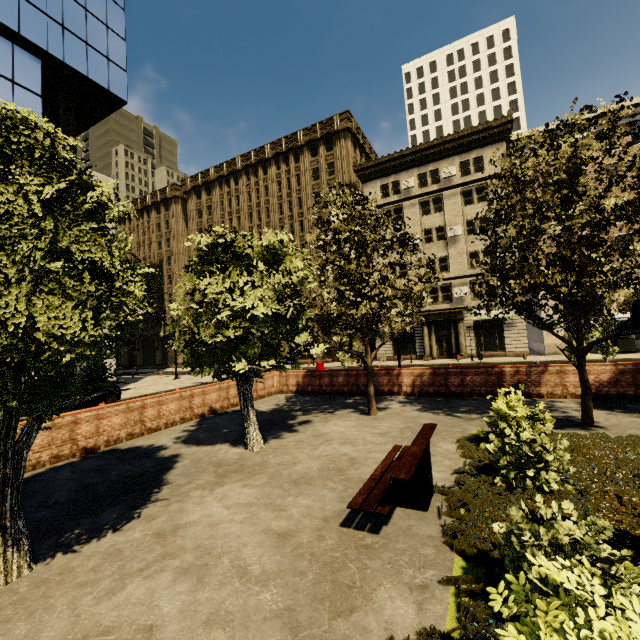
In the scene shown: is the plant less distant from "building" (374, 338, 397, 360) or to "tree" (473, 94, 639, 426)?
"tree" (473, 94, 639, 426)

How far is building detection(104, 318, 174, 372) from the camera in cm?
5141

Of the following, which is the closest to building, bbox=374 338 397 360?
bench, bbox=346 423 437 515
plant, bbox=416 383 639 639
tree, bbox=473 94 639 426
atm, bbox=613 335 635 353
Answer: atm, bbox=613 335 635 353

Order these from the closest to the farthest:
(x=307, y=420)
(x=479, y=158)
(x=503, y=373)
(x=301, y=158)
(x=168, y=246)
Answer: (x=307, y=420), (x=503, y=373), (x=479, y=158), (x=301, y=158), (x=168, y=246)

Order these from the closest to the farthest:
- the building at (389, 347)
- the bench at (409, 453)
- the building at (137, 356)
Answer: the bench at (409, 453)
the building at (389, 347)
the building at (137, 356)

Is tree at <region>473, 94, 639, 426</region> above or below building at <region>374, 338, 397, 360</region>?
above

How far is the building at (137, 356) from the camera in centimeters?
5141cm

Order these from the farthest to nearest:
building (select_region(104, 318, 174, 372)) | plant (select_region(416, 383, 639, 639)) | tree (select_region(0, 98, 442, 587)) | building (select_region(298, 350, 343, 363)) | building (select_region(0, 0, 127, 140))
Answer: building (select_region(104, 318, 174, 372)), building (select_region(298, 350, 343, 363)), building (select_region(0, 0, 127, 140)), tree (select_region(0, 98, 442, 587)), plant (select_region(416, 383, 639, 639))
